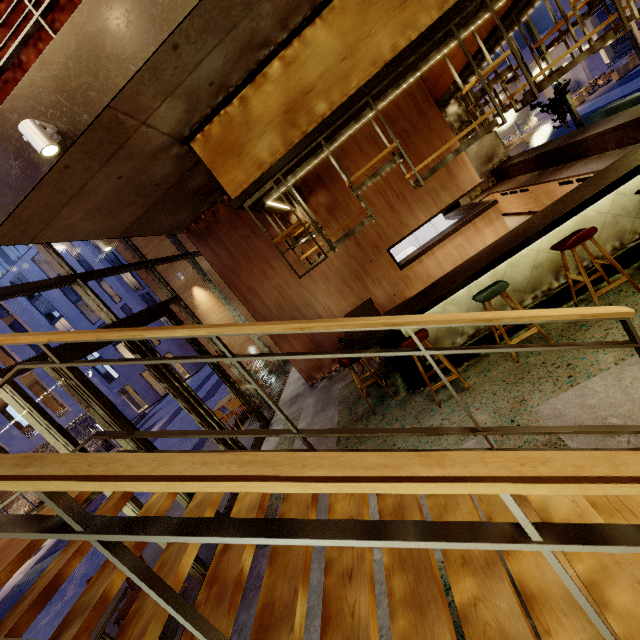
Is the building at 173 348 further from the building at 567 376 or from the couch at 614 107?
the couch at 614 107

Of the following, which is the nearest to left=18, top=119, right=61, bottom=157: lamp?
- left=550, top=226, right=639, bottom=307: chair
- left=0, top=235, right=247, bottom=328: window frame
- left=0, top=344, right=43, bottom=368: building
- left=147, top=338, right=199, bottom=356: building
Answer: left=0, top=235, right=247, bottom=328: window frame

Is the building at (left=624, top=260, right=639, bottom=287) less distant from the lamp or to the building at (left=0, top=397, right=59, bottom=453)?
the lamp

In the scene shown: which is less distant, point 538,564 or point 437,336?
point 538,564

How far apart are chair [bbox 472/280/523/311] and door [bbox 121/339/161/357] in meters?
4.8 m

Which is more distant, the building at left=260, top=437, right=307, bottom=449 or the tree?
the tree

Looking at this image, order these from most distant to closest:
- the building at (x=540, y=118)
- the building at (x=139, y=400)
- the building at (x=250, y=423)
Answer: the building at (x=139, y=400) < the building at (x=540, y=118) < the building at (x=250, y=423)

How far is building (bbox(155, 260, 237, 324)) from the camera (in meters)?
11.40
